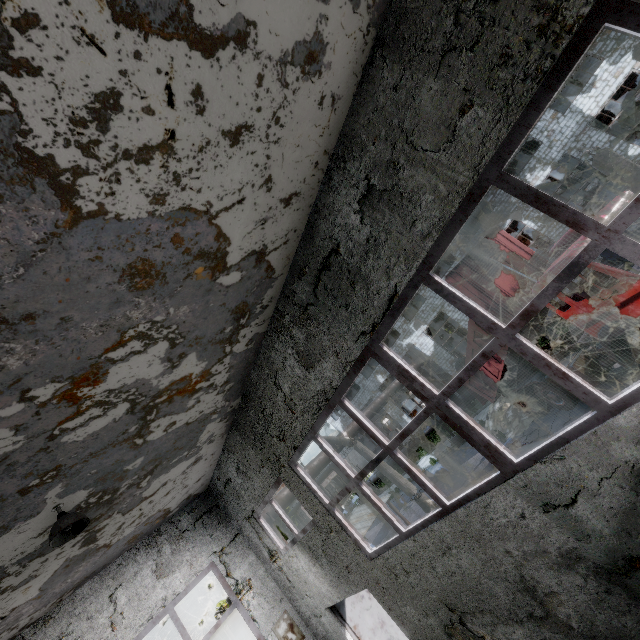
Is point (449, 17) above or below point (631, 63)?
below

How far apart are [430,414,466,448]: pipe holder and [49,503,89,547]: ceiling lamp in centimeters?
1807cm

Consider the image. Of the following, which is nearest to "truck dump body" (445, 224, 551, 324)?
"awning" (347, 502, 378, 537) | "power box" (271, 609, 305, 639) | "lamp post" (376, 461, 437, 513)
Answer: "lamp post" (376, 461, 437, 513)

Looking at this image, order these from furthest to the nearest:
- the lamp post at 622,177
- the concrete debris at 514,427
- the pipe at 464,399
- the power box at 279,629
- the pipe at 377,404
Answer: the pipe at 464,399
the pipe at 377,404
the concrete debris at 514,427
the power box at 279,629
the lamp post at 622,177

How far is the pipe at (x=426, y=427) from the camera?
27.0m

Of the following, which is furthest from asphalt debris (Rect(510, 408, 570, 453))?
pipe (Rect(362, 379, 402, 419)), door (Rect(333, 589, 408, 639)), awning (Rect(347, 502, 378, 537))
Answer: pipe (Rect(362, 379, 402, 419))

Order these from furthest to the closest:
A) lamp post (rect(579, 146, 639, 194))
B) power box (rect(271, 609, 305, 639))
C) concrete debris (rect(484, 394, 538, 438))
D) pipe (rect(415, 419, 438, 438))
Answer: pipe (rect(415, 419, 438, 438)) < concrete debris (rect(484, 394, 538, 438)) < power box (rect(271, 609, 305, 639)) < lamp post (rect(579, 146, 639, 194))

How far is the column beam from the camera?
24.00m
